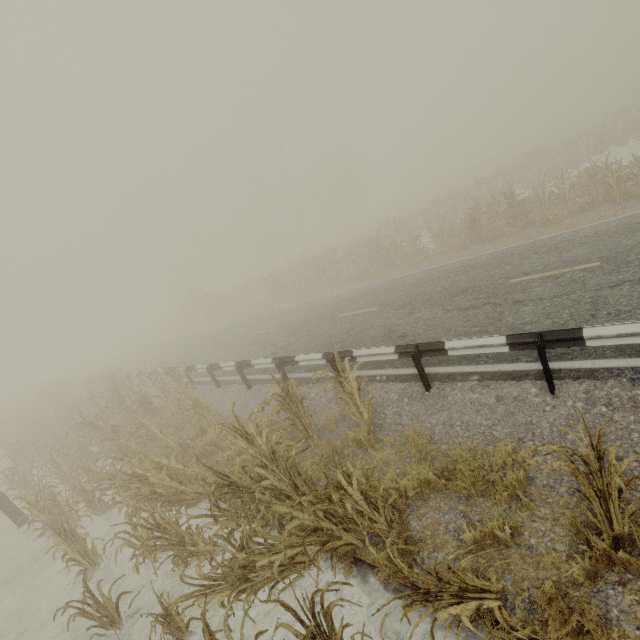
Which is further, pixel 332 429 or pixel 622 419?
pixel 332 429

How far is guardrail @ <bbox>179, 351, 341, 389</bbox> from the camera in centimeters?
780cm

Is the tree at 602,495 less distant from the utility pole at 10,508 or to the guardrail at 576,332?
the utility pole at 10,508

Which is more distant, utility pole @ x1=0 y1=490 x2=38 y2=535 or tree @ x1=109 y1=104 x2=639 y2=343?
tree @ x1=109 y1=104 x2=639 y2=343

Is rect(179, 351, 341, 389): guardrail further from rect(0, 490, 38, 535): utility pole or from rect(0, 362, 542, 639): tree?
rect(0, 490, 38, 535): utility pole

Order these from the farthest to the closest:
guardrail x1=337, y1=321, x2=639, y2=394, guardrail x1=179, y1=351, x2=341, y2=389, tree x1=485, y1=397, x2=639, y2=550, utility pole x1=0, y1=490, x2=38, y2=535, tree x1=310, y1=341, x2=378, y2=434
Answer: utility pole x1=0, y1=490, x2=38, y2=535 < guardrail x1=179, y1=351, x2=341, y2=389 < tree x1=310, y1=341, x2=378, y2=434 < guardrail x1=337, y1=321, x2=639, y2=394 < tree x1=485, y1=397, x2=639, y2=550

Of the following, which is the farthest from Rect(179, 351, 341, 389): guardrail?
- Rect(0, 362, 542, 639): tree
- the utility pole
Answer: the utility pole

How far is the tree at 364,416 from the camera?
5.4m
